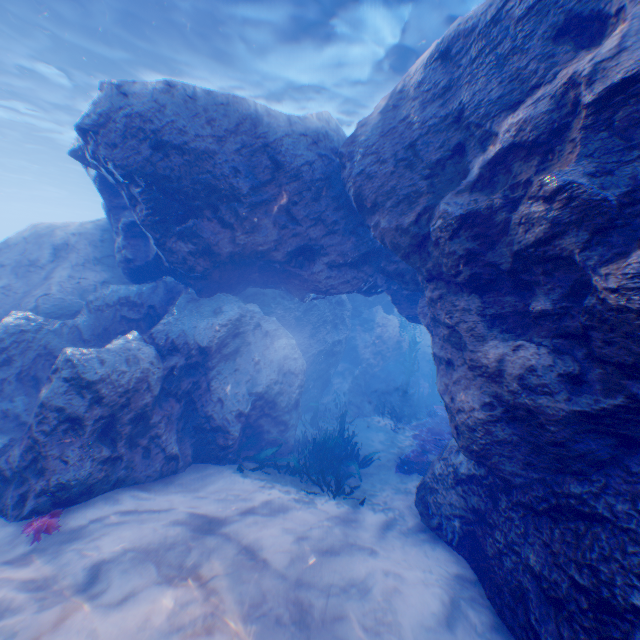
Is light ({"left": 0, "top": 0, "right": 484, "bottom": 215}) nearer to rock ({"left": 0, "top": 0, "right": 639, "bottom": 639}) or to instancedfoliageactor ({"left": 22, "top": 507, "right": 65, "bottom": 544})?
rock ({"left": 0, "top": 0, "right": 639, "bottom": 639})

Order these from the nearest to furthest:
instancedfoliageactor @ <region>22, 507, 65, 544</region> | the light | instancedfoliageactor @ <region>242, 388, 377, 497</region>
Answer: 1. instancedfoliageactor @ <region>22, 507, 65, 544</region>
2. instancedfoliageactor @ <region>242, 388, 377, 497</region>
3. the light

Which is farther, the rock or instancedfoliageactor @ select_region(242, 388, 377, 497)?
instancedfoliageactor @ select_region(242, 388, 377, 497)

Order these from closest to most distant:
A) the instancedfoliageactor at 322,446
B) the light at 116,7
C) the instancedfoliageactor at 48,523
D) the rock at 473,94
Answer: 1. the rock at 473,94
2. the instancedfoliageactor at 48,523
3. the instancedfoliageactor at 322,446
4. the light at 116,7

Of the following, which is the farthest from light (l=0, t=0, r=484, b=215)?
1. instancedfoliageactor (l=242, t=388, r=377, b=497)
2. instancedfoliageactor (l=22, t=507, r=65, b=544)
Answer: instancedfoliageactor (l=22, t=507, r=65, b=544)

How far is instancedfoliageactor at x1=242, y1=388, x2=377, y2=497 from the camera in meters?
7.2 m

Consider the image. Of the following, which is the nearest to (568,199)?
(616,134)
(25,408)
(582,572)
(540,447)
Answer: (616,134)

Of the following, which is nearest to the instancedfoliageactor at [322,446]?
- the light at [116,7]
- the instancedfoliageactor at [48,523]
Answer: the instancedfoliageactor at [48,523]
